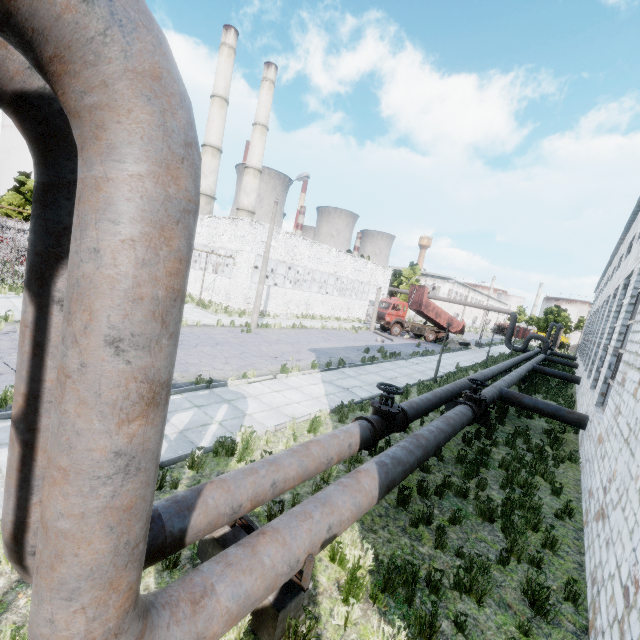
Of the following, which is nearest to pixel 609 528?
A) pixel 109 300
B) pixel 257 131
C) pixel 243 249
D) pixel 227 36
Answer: pixel 109 300

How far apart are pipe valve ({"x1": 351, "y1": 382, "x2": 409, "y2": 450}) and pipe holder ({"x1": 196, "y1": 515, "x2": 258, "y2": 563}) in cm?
299

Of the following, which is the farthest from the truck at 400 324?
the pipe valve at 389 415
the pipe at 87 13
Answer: the pipe valve at 389 415

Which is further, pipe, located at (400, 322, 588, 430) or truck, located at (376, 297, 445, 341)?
truck, located at (376, 297, 445, 341)

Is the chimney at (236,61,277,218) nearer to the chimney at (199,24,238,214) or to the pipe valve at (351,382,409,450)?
the chimney at (199,24,238,214)

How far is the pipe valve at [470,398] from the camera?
9.7 meters

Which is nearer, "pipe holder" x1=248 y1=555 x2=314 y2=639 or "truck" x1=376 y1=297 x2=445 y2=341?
"pipe holder" x1=248 y1=555 x2=314 y2=639

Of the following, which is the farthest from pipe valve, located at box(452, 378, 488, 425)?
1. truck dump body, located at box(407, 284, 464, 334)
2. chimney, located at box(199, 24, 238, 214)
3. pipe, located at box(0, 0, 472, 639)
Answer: chimney, located at box(199, 24, 238, 214)
